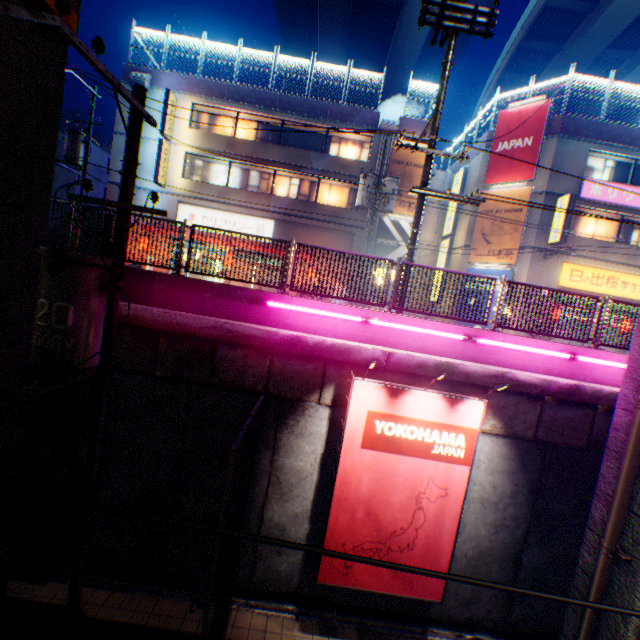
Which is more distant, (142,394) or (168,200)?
(168,200)

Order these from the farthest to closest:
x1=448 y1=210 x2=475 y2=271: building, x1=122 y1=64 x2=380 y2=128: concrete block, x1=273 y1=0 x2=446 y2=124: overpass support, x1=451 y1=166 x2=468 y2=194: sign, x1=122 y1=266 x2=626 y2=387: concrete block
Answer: x1=273 y1=0 x2=446 y2=124: overpass support → x1=451 y1=166 x2=468 y2=194: sign → x1=448 y1=210 x2=475 y2=271: building → x1=122 y1=64 x2=380 y2=128: concrete block → x1=122 y1=266 x2=626 y2=387: concrete block

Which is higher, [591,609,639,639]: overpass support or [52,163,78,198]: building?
[52,163,78,198]: building

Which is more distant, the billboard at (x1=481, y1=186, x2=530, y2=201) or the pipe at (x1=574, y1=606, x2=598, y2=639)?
the billboard at (x1=481, y1=186, x2=530, y2=201)

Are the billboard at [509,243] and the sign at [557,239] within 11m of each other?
yes

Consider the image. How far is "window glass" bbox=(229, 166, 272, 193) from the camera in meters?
20.8

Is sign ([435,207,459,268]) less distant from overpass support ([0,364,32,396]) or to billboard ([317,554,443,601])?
overpass support ([0,364,32,396])

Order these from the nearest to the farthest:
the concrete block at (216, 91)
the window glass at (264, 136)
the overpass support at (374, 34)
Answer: the concrete block at (216, 91) < the window glass at (264, 136) < the overpass support at (374, 34)
